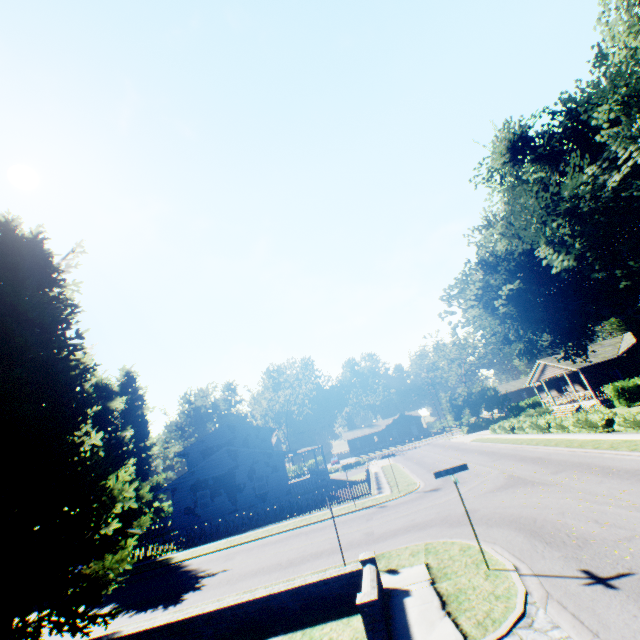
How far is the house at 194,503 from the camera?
28.14m

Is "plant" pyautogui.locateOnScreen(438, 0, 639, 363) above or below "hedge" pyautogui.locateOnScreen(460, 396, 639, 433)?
above

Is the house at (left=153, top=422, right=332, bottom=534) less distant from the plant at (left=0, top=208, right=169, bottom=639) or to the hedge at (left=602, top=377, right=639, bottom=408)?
the plant at (left=0, top=208, right=169, bottom=639)

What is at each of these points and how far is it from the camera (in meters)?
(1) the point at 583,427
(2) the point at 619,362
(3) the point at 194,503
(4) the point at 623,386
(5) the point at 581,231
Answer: (1) hedge, 22.39
(2) house, 34.31
(3) house, 28.19
(4) hedge, 29.64
(5) plant, 15.90

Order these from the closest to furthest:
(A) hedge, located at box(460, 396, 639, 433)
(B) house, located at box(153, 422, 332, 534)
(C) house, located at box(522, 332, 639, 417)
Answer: (A) hedge, located at box(460, 396, 639, 433), (B) house, located at box(153, 422, 332, 534), (C) house, located at box(522, 332, 639, 417)

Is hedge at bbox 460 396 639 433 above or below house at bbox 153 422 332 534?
below

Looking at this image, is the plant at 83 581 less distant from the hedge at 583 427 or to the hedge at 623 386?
the hedge at 583 427

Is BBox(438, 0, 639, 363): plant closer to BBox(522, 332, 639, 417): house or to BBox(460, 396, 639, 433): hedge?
BBox(522, 332, 639, 417): house
